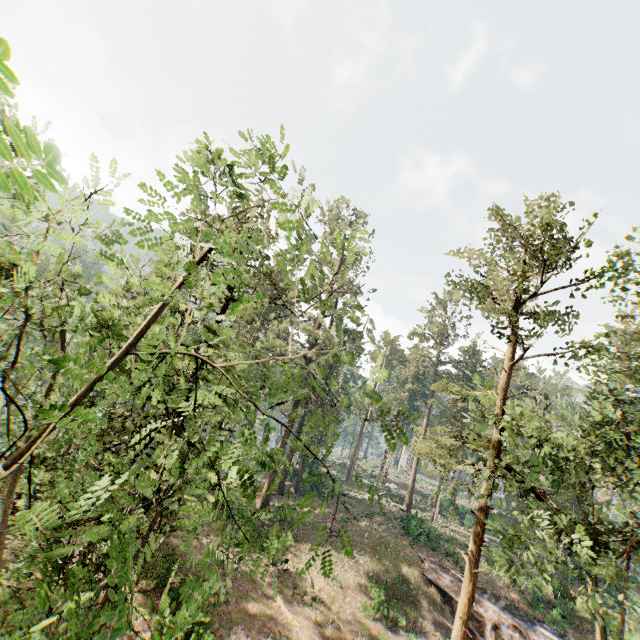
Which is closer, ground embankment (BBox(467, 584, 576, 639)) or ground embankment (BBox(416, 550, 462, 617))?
ground embankment (BBox(467, 584, 576, 639))

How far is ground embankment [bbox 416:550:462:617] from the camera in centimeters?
2587cm

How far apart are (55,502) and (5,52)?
15.3m

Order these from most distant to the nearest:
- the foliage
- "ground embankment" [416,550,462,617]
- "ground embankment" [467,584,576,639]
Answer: "ground embankment" [416,550,462,617] < "ground embankment" [467,584,576,639] < the foliage

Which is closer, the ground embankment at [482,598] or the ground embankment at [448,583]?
the ground embankment at [482,598]

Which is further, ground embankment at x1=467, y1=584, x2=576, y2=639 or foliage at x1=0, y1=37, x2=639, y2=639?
ground embankment at x1=467, y1=584, x2=576, y2=639

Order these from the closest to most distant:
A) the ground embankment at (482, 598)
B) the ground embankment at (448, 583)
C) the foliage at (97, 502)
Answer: the foliage at (97, 502) → the ground embankment at (482, 598) → the ground embankment at (448, 583)
